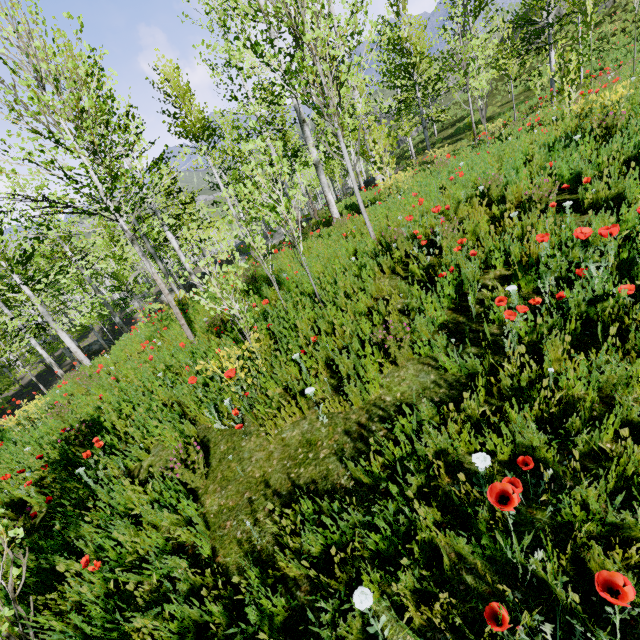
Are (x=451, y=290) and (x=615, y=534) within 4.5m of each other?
yes
